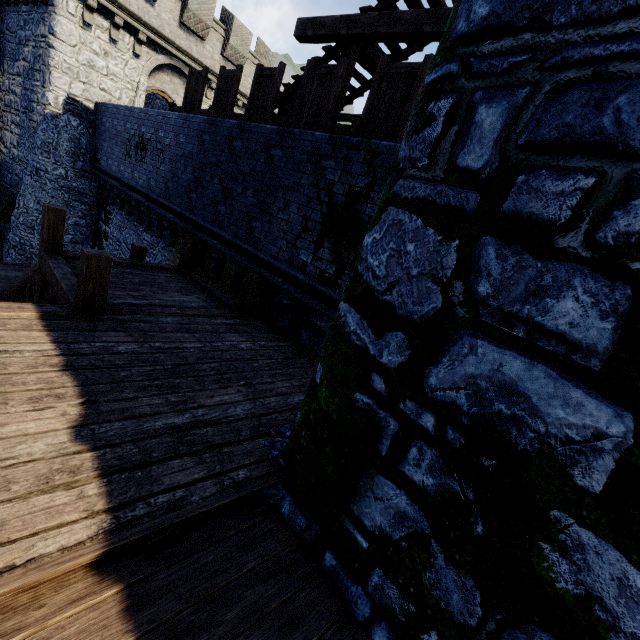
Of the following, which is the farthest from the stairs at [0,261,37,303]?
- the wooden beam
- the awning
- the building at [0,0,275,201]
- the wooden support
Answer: the wooden beam

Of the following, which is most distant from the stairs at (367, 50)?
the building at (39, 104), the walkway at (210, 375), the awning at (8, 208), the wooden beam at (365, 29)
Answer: the awning at (8, 208)

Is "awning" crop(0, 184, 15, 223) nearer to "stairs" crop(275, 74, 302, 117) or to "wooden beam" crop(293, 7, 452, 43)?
"stairs" crop(275, 74, 302, 117)

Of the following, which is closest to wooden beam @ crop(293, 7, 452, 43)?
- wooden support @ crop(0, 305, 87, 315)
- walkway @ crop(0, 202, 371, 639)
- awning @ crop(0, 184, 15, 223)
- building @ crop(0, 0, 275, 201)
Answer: walkway @ crop(0, 202, 371, 639)

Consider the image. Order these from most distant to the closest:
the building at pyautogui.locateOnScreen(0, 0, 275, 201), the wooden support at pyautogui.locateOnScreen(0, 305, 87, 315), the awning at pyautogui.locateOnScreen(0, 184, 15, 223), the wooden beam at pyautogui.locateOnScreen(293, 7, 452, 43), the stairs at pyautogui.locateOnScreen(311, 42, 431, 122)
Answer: the awning at pyautogui.locateOnScreen(0, 184, 15, 223), the building at pyautogui.locateOnScreen(0, 0, 275, 201), the stairs at pyautogui.locateOnScreen(311, 42, 431, 122), the wooden beam at pyautogui.locateOnScreen(293, 7, 452, 43), the wooden support at pyautogui.locateOnScreen(0, 305, 87, 315)

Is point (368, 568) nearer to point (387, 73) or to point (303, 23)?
point (387, 73)

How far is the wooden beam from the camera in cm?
578

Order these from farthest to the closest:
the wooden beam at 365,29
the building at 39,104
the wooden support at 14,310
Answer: the building at 39,104, the wooden beam at 365,29, the wooden support at 14,310
